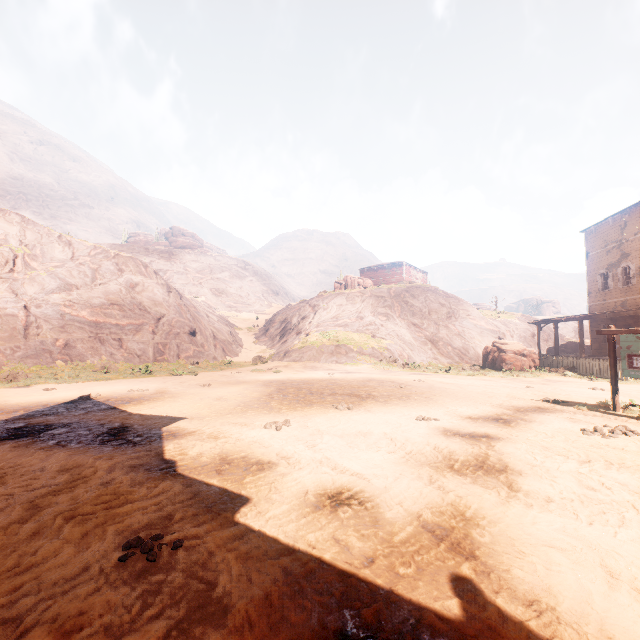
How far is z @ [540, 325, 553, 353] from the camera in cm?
3669

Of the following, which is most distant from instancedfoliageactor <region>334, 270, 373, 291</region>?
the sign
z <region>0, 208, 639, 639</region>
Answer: the sign

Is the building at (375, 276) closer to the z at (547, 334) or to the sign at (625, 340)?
the z at (547, 334)

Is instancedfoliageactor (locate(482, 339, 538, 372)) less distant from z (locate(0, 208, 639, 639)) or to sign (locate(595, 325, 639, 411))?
z (locate(0, 208, 639, 639))

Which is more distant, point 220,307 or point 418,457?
A: point 220,307

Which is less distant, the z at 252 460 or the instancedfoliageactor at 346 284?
the z at 252 460

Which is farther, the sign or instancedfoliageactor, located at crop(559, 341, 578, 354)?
instancedfoliageactor, located at crop(559, 341, 578, 354)

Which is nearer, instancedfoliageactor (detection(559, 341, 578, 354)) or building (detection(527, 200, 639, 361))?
building (detection(527, 200, 639, 361))
